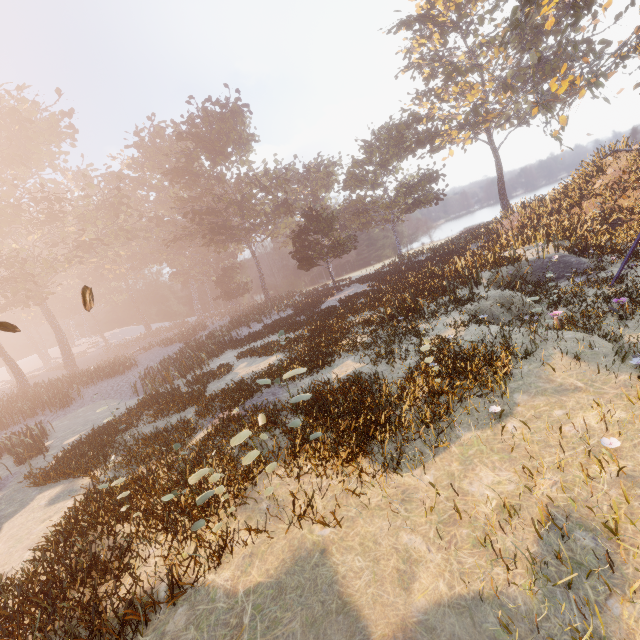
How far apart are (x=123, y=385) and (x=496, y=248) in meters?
31.8 m
